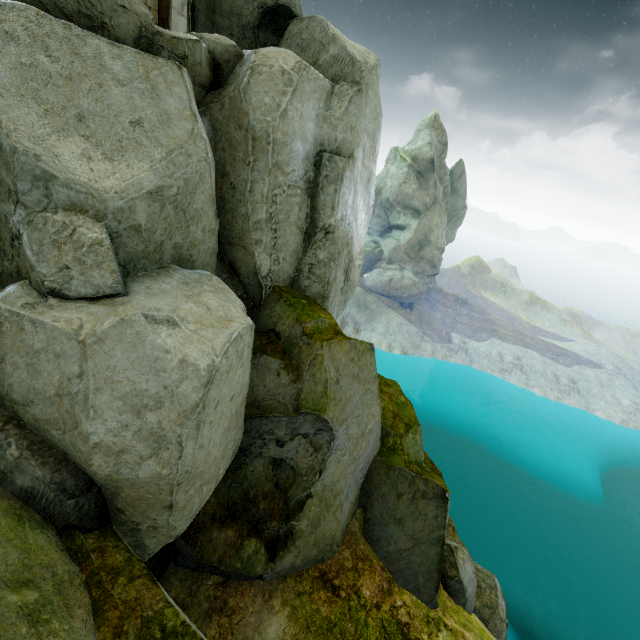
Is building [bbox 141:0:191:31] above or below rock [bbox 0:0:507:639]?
above

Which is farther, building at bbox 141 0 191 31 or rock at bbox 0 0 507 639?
building at bbox 141 0 191 31

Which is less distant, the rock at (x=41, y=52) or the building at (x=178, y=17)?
the rock at (x=41, y=52)

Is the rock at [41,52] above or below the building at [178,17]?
below

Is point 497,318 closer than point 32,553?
No
